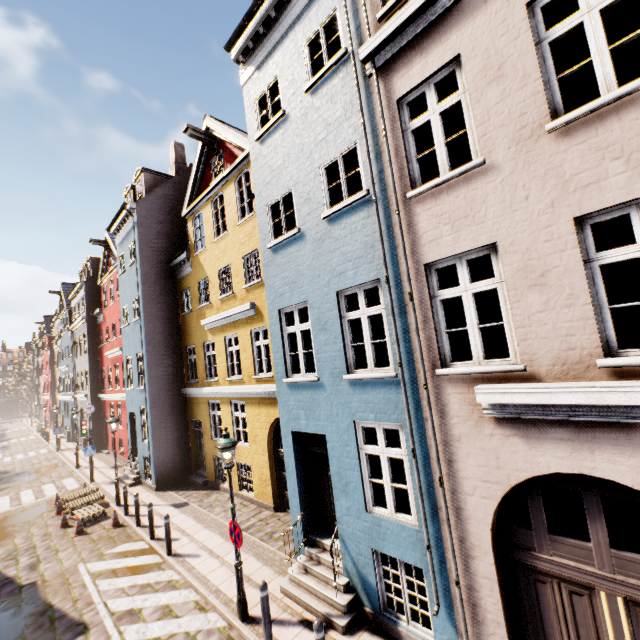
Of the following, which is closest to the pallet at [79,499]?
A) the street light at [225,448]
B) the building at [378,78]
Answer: the building at [378,78]

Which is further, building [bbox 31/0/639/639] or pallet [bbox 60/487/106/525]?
pallet [bbox 60/487/106/525]

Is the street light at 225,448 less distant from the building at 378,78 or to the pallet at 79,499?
the building at 378,78

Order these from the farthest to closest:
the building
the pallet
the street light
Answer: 1. the pallet
2. the street light
3. the building

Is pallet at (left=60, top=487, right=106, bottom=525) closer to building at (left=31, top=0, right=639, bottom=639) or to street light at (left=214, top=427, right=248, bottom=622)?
building at (left=31, top=0, right=639, bottom=639)

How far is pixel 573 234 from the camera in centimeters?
396cm

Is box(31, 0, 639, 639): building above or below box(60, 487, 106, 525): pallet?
above
